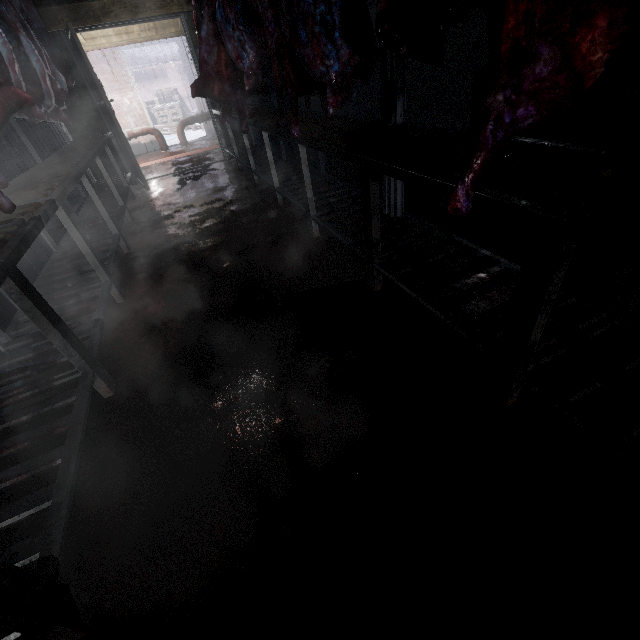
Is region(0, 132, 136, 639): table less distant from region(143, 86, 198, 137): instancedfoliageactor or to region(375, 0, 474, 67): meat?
region(375, 0, 474, 67): meat

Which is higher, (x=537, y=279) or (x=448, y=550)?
(x=537, y=279)

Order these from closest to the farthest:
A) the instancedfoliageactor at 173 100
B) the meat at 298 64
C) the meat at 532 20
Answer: the meat at 532 20
the meat at 298 64
the instancedfoliageactor at 173 100

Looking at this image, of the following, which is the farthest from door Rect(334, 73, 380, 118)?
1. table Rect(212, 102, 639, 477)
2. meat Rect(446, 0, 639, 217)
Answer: meat Rect(446, 0, 639, 217)

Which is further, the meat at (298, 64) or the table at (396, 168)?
the meat at (298, 64)

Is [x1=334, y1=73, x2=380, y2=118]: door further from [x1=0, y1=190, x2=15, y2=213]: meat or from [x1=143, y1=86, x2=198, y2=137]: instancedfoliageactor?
[x1=0, y1=190, x2=15, y2=213]: meat

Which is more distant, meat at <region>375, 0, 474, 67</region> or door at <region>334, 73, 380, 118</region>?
door at <region>334, 73, 380, 118</region>

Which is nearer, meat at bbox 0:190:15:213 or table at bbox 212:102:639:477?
table at bbox 212:102:639:477
